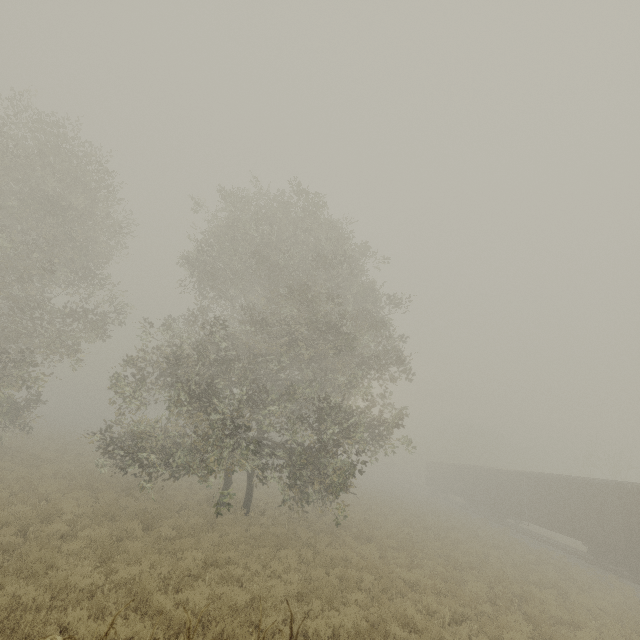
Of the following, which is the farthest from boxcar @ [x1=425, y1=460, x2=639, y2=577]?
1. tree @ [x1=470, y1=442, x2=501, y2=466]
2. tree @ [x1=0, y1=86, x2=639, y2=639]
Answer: tree @ [x1=0, y1=86, x2=639, y2=639]

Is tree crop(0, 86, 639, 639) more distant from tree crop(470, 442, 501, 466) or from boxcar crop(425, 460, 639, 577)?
tree crop(470, 442, 501, 466)

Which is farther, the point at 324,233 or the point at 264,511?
the point at 324,233

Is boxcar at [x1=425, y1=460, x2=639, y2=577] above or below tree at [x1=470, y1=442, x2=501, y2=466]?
below

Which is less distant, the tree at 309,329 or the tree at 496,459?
the tree at 309,329

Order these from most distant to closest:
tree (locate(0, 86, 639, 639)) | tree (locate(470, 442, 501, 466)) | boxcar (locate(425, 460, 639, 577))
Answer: tree (locate(470, 442, 501, 466)), boxcar (locate(425, 460, 639, 577)), tree (locate(0, 86, 639, 639))

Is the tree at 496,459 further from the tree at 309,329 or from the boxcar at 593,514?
the tree at 309,329
